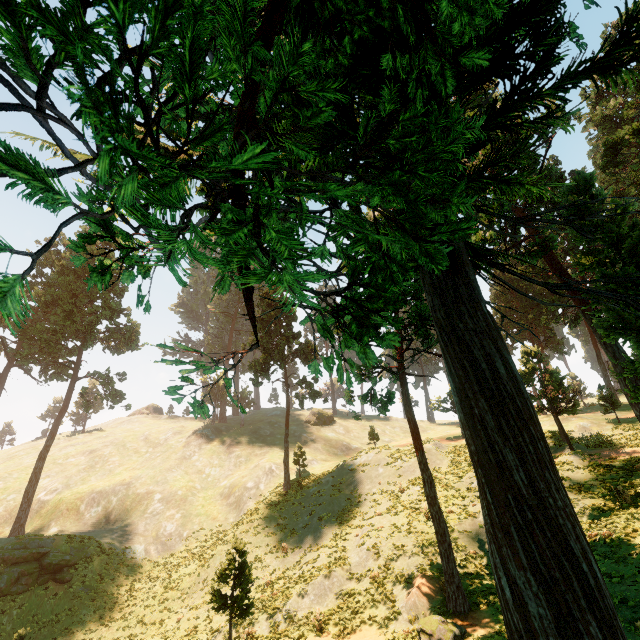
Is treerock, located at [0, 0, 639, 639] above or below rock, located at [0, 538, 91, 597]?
above

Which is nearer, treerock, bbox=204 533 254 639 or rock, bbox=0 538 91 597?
treerock, bbox=204 533 254 639

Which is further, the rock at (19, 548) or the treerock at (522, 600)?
the rock at (19, 548)

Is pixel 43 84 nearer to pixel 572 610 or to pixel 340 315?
pixel 340 315

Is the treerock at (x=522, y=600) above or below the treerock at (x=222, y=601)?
above

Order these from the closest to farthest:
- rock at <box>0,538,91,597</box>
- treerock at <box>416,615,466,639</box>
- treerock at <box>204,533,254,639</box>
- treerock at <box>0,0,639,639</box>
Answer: treerock at <box>0,0,639,639</box>, treerock at <box>416,615,466,639</box>, treerock at <box>204,533,254,639</box>, rock at <box>0,538,91,597</box>

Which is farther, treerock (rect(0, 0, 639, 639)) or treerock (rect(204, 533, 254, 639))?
treerock (rect(204, 533, 254, 639))
